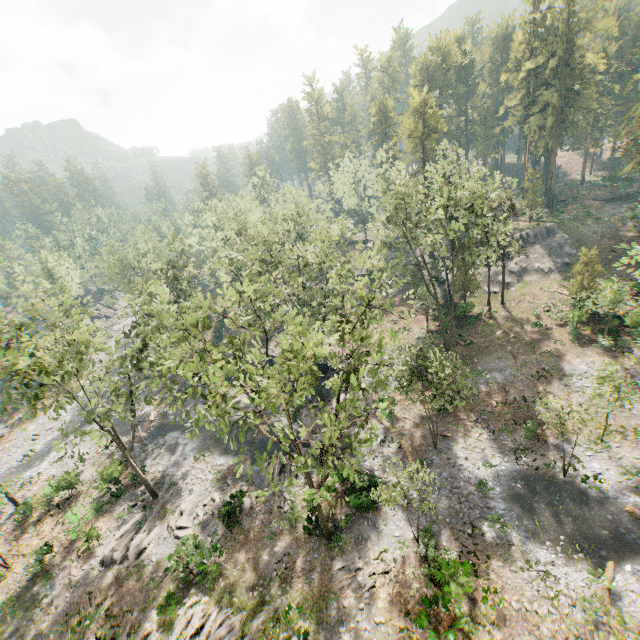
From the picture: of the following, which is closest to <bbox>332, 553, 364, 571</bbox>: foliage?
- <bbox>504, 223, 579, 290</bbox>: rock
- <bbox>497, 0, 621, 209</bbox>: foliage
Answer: <bbox>497, 0, 621, 209</bbox>: foliage

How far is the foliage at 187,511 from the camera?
25.05m

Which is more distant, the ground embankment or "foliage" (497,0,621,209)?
the ground embankment

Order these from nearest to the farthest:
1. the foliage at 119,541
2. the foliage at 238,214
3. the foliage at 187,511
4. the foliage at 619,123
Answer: the foliage at 238,214 → the foliage at 119,541 → the foliage at 187,511 → the foliage at 619,123

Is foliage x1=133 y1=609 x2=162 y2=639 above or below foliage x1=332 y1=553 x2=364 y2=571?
below

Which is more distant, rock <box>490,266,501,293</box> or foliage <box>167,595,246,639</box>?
rock <box>490,266,501,293</box>

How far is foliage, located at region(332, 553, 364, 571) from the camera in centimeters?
2038cm

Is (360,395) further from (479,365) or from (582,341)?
(582,341)
